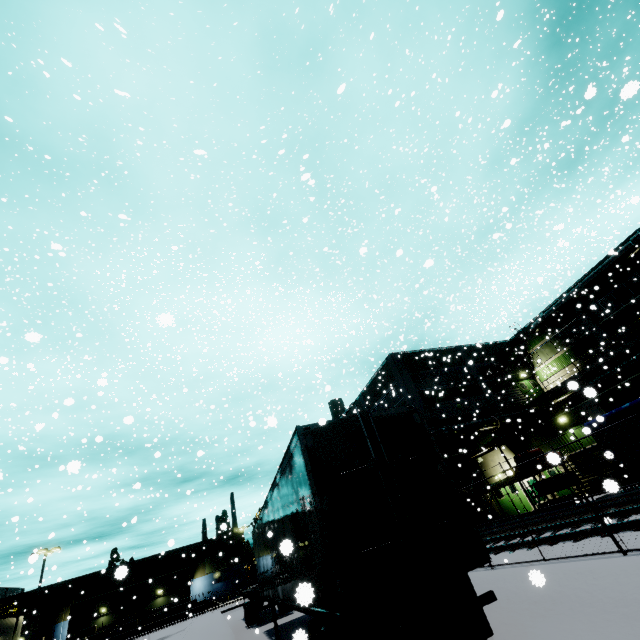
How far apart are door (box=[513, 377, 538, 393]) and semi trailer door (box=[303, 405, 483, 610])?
33.0m

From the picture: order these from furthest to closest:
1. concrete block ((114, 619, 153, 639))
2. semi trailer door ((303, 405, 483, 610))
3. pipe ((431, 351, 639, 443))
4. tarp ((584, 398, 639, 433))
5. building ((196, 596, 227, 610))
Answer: building ((196, 596, 227, 610)) → concrete block ((114, 619, 153, 639)) → pipe ((431, 351, 639, 443)) → tarp ((584, 398, 639, 433)) → semi trailer door ((303, 405, 483, 610))

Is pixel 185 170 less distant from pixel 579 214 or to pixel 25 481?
pixel 25 481

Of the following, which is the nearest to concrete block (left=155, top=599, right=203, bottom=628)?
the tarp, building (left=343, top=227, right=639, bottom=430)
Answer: building (left=343, top=227, right=639, bottom=430)

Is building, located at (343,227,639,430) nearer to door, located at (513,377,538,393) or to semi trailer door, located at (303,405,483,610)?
door, located at (513,377,538,393)

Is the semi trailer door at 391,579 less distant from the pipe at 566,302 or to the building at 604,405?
the building at 604,405

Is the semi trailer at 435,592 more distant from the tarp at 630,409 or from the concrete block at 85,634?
the concrete block at 85,634

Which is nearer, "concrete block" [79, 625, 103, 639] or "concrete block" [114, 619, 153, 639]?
"concrete block" [79, 625, 103, 639]
